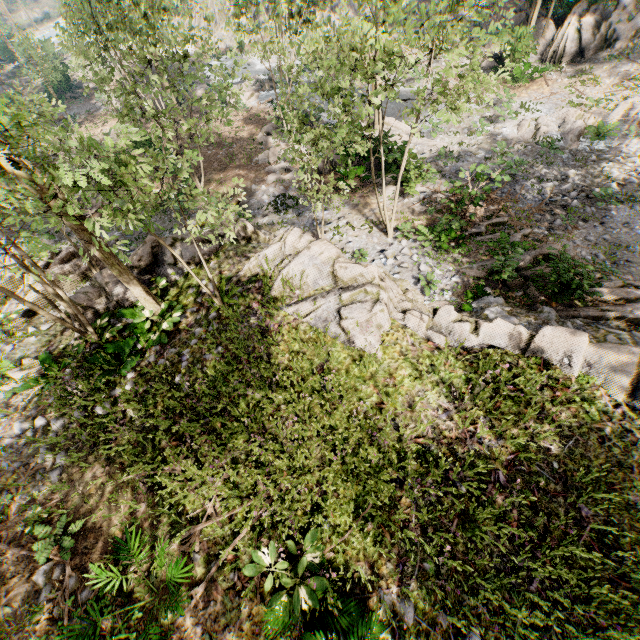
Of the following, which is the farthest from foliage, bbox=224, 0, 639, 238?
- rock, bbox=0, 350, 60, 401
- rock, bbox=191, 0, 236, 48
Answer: rock, bbox=0, 350, 60, 401

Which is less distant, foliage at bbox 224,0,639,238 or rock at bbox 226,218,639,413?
rock at bbox 226,218,639,413

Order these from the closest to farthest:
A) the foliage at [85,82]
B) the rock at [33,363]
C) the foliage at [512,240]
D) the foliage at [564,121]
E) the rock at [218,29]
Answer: the foliage at [85,82], the rock at [33,363], the foliage at [512,240], the foliage at [564,121], the rock at [218,29]

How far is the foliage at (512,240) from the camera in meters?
13.2

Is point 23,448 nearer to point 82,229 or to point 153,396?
point 153,396

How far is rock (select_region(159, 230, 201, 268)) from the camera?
11.59m

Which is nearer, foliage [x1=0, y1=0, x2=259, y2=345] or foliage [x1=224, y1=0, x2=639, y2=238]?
foliage [x1=0, y1=0, x2=259, y2=345]

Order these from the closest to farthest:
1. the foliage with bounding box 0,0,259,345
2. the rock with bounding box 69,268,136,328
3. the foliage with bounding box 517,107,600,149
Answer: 1. the foliage with bounding box 0,0,259,345
2. the rock with bounding box 69,268,136,328
3. the foliage with bounding box 517,107,600,149
